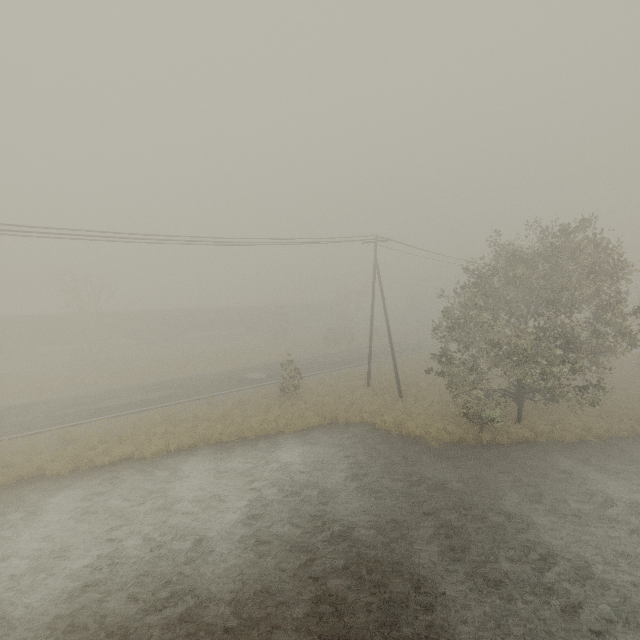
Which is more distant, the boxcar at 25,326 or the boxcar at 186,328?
the boxcar at 186,328

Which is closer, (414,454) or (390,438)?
(414,454)

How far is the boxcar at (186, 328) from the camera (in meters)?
43.91

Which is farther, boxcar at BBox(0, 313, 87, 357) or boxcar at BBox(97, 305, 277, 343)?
boxcar at BBox(97, 305, 277, 343)

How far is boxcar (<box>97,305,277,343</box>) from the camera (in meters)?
43.91
